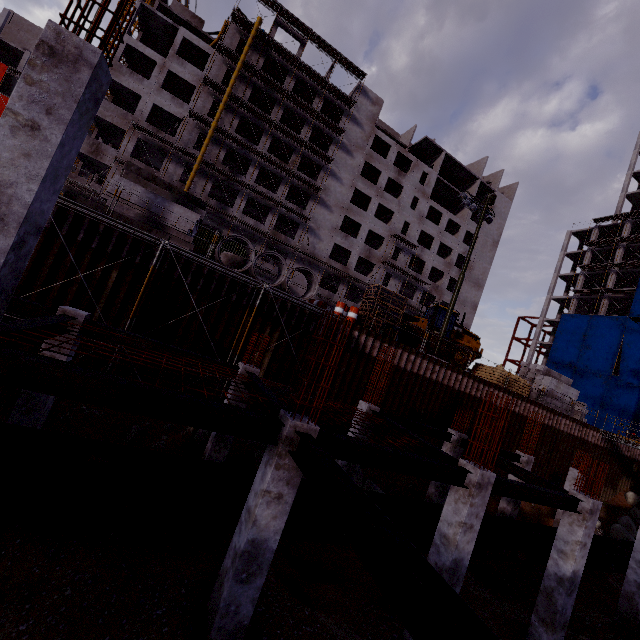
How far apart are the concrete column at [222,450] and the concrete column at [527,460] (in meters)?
14.35

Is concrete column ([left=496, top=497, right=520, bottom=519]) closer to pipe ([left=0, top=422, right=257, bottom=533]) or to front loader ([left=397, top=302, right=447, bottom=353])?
pipe ([left=0, top=422, right=257, bottom=533])

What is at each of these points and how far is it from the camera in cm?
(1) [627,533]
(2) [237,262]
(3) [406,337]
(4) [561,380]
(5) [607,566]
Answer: (1) compgrassrocksplants, 2220
(2) concrete pipe, 1728
(3) front loader, 2238
(4) concrete beam, 2600
(5) pipe, 1388

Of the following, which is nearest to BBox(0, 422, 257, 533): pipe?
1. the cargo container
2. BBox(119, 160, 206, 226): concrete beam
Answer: BBox(119, 160, 206, 226): concrete beam

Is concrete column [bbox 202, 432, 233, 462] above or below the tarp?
below

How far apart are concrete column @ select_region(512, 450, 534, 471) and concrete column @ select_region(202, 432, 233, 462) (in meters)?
14.35

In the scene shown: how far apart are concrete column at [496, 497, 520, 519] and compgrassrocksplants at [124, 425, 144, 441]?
16.9 meters

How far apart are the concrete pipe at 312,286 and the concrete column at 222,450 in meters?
5.4
